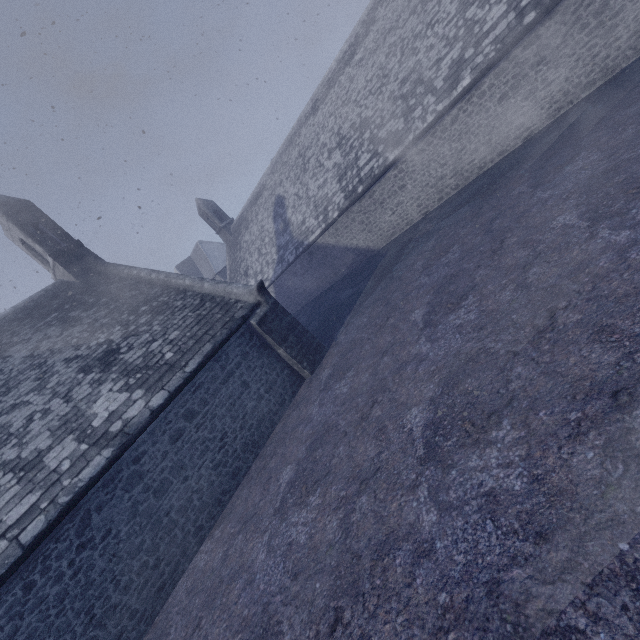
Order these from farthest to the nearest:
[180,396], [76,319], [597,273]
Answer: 1. [76,319]
2. [180,396]
3. [597,273]
